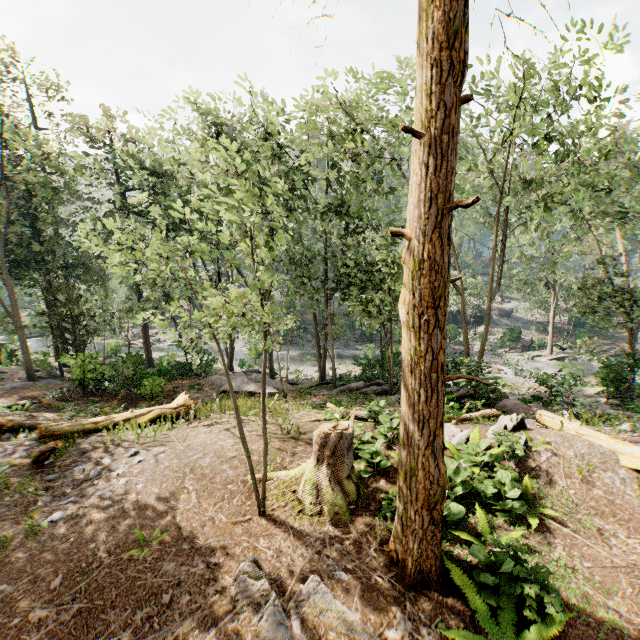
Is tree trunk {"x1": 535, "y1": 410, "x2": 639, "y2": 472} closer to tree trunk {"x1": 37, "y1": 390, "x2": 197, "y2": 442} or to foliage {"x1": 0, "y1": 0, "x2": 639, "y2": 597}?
foliage {"x1": 0, "y1": 0, "x2": 639, "y2": 597}

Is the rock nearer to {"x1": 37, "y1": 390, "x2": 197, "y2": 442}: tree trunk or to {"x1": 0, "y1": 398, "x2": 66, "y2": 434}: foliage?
{"x1": 0, "y1": 398, "x2": 66, "y2": 434}: foliage

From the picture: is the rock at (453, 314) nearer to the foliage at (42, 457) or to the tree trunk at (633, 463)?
the foliage at (42, 457)

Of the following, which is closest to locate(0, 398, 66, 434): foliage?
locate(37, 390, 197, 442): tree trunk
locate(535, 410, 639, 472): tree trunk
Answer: locate(535, 410, 639, 472): tree trunk

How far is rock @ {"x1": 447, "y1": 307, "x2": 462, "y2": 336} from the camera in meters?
40.5 m

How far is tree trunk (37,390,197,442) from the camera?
10.7m

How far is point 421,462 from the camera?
5.20m

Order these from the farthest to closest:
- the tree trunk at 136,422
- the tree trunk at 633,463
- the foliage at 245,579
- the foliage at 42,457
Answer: the tree trunk at 136,422, the foliage at 42,457, the tree trunk at 633,463, the foliage at 245,579
